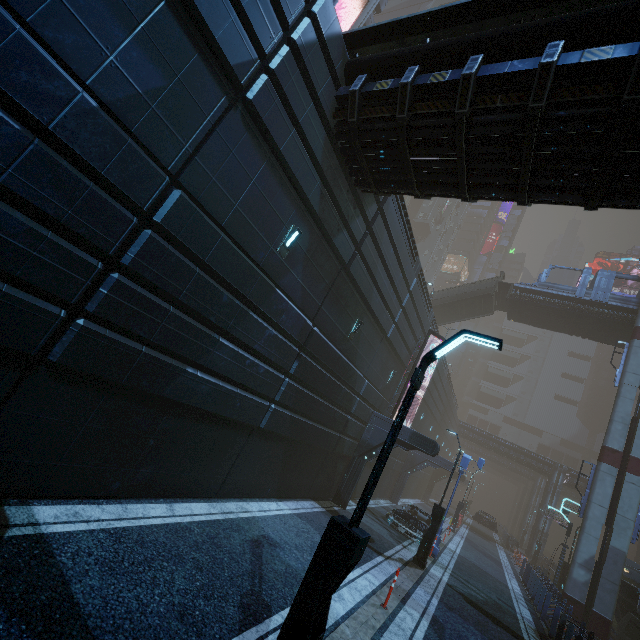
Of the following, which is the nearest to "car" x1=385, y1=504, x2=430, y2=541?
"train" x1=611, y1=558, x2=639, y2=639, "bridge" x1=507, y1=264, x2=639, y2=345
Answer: "train" x1=611, y1=558, x2=639, y2=639

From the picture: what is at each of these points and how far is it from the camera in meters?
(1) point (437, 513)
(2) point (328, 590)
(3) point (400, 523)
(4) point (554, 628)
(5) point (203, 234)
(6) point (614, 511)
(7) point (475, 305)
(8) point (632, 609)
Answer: (1) street light, 13.7 m
(2) street light, 3.9 m
(3) car, 17.2 m
(4) building, 13.2 m
(5) building, 6.5 m
(6) sm, 19.0 m
(7) stairs, 31.8 m
(8) train, 19.2 m

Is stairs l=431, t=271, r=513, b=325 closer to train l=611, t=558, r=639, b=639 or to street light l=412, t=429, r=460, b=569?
street light l=412, t=429, r=460, b=569

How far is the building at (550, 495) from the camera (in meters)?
24.14

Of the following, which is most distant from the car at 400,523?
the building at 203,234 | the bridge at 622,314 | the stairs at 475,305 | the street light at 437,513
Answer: the bridge at 622,314

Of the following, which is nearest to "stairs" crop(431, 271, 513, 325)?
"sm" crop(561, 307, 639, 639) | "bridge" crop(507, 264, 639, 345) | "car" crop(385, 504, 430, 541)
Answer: "bridge" crop(507, 264, 639, 345)

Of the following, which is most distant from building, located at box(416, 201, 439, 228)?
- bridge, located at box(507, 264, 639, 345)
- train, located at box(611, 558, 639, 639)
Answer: bridge, located at box(507, 264, 639, 345)
